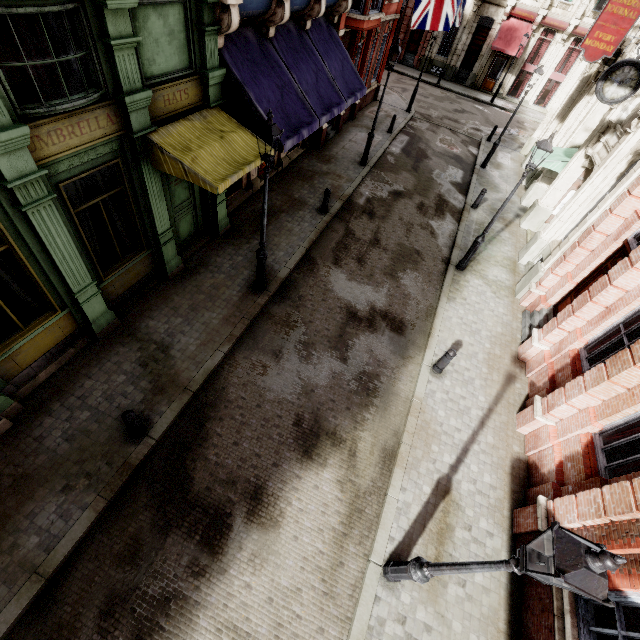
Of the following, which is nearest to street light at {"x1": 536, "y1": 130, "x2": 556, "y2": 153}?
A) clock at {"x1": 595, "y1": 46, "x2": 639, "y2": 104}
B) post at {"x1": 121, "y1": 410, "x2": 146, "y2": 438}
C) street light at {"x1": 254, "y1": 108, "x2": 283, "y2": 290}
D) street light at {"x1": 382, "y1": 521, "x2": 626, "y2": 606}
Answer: clock at {"x1": 595, "y1": 46, "x2": 639, "y2": 104}

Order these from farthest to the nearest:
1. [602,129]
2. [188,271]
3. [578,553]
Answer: [602,129] → [188,271] → [578,553]

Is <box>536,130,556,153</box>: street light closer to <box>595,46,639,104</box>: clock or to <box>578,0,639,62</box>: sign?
<box>595,46,639,104</box>: clock

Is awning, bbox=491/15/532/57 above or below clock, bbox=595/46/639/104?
below

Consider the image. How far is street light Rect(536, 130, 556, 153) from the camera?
8.6m

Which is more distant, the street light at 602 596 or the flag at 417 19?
the flag at 417 19

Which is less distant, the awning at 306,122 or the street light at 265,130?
the street light at 265,130

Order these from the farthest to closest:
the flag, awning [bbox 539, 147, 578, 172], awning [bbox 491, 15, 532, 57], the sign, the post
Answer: awning [bbox 491, 15, 532, 57], awning [bbox 539, 147, 578, 172], the flag, the sign, the post
